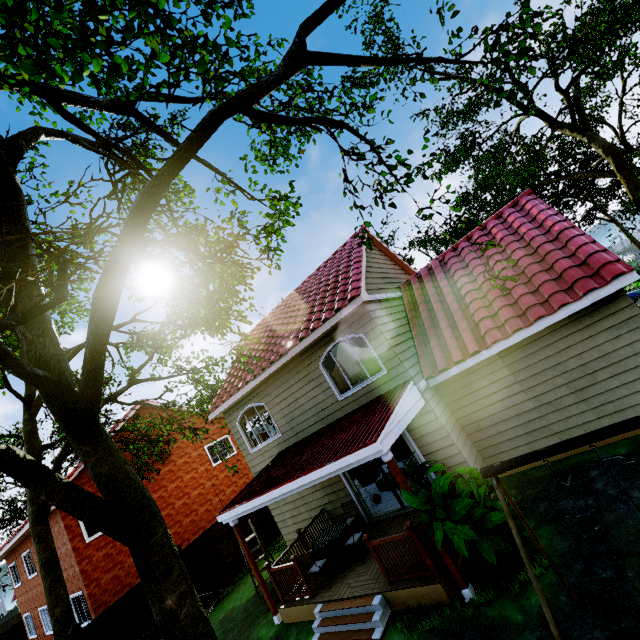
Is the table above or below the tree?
below

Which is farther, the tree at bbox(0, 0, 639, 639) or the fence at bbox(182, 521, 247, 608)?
the fence at bbox(182, 521, 247, 608)

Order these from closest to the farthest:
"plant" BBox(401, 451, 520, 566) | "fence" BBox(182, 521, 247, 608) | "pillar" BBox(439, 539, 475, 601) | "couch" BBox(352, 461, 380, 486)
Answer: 1. "plant" BBox(401, 451, 520, 566)
2. "pillar" BBox(439, 539, 475, 601)
3. "fence" BBox(182, 521, 247, 608)
4. "couch" BBox(352, 461, 380, 486)

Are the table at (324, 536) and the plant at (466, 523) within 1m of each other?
no

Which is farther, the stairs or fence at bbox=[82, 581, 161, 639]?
fence at bbox=[82, 581, 161, 639]

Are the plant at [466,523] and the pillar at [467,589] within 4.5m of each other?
yes

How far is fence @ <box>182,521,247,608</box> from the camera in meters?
12.3

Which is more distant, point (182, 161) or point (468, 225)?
point (468, 225)
